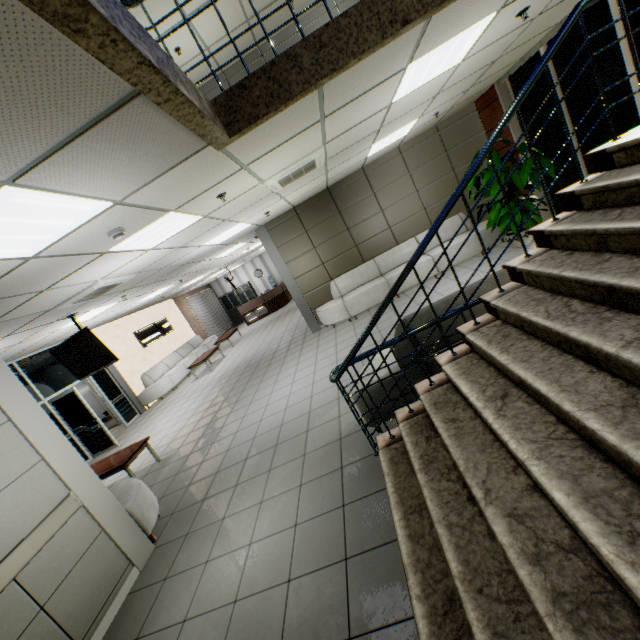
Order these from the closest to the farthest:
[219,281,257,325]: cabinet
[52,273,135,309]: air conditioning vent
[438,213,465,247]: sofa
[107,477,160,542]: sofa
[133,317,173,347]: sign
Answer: [107,477,160,542]: sofa, [52,273,135,309]: air conditioning vent, [438,213,465,247]: sofa, [133,317,173,347]: sign, [219,281,257,325]: cabinet

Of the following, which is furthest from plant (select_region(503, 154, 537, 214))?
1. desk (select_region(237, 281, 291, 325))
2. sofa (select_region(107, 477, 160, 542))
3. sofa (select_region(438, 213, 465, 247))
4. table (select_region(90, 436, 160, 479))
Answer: desk (select_region(237, 281, 291, 325))

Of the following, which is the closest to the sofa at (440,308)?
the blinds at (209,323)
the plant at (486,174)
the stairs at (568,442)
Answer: the stairs at (568,442)

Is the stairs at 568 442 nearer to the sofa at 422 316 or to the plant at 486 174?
the sofa at 422 316

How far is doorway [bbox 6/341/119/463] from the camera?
Answer: 8.34m

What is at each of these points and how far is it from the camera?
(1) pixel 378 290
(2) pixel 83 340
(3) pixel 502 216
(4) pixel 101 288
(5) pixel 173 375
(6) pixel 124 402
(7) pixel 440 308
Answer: (1) sofa, 8.1 meters
(2) tv, 6.2 meters
(3) plant, 6.9 meters
(4) air conditioning vent, 5.4 meters
(5) sofa, 12.1 meters
(6) doorway, 10.7 meters
(7) sofa, 3.2 meters

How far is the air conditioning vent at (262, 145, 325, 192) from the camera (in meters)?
4.51

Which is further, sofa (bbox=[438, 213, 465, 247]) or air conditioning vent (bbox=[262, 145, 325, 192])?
sofa (bbox=[438, 213, 465, 247])
